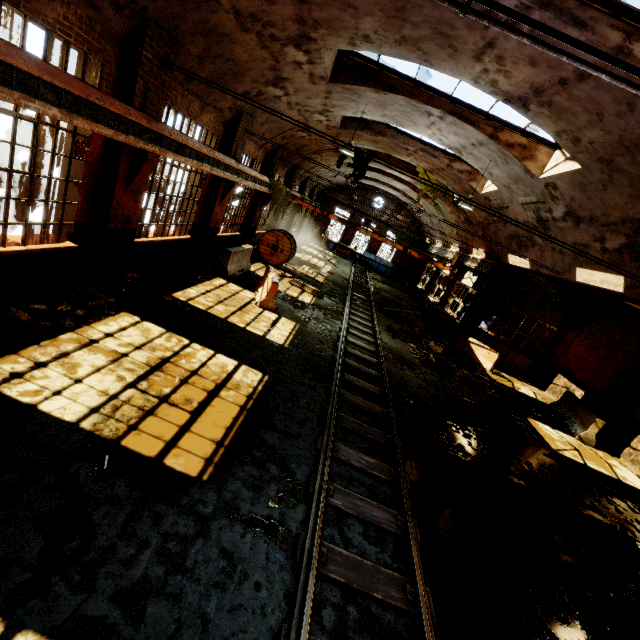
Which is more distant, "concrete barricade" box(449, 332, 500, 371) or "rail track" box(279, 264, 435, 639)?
"concrete barricade" box(449, 332, 500, 371)

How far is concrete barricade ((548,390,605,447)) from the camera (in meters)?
11.88

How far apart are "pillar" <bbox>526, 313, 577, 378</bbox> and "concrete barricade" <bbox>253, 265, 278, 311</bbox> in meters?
15.3 m

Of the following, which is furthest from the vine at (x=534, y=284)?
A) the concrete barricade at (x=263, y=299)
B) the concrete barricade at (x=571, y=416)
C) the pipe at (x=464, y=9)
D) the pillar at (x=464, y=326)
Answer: the pipe at (x=464, y=9)

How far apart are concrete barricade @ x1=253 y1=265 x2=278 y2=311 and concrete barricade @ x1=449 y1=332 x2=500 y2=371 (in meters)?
10.08

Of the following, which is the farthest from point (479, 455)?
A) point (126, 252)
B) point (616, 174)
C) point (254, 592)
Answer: point (126, 252)

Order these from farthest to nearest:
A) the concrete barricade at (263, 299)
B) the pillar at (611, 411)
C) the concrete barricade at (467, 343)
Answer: the concrete barricade at (467, 343)
the pillar at (611, 411)
the concrete barricade at (263, 299)

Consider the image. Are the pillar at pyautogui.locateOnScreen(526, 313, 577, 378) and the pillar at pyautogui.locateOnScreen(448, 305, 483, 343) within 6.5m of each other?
yes
